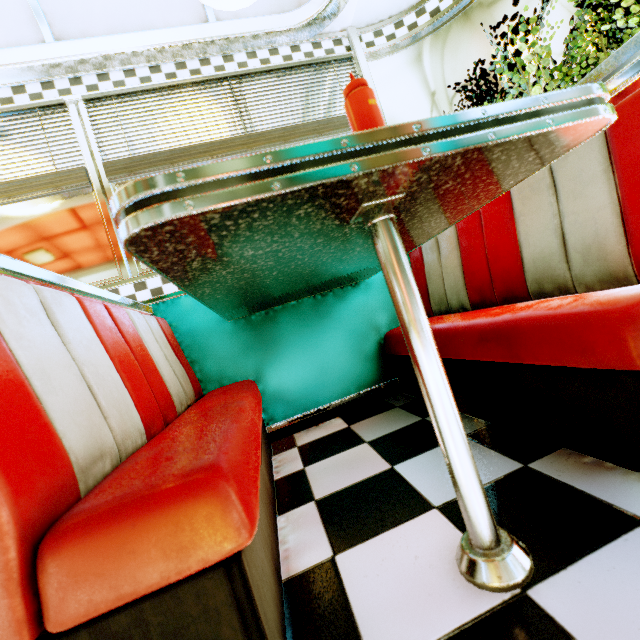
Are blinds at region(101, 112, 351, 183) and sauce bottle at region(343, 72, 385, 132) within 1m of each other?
no

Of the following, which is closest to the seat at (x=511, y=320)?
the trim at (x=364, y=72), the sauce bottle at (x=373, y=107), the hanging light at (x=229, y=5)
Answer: the trim at (x=364, y=72)

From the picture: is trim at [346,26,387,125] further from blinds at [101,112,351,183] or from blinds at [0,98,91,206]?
blinds at [0,98,91,206]

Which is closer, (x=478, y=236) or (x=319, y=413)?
(x=478, y=236)

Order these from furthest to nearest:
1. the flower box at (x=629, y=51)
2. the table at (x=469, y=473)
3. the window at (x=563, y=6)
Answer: the window at (x=563, y=6)
the flower box at (x=629, y=51)
the table at (x=469, y=473)

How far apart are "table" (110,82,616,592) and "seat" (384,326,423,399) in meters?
0.3

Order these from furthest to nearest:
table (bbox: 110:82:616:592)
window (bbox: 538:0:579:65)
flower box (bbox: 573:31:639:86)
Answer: window (bbox: 538:0:579:65)
flower box (bbox: 573:31:639:86)
table (bbox: 110:82:616:592)

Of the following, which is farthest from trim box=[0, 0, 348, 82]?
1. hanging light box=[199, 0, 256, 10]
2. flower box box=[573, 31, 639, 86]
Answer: flower box box=[573, 31, 639, 86]
